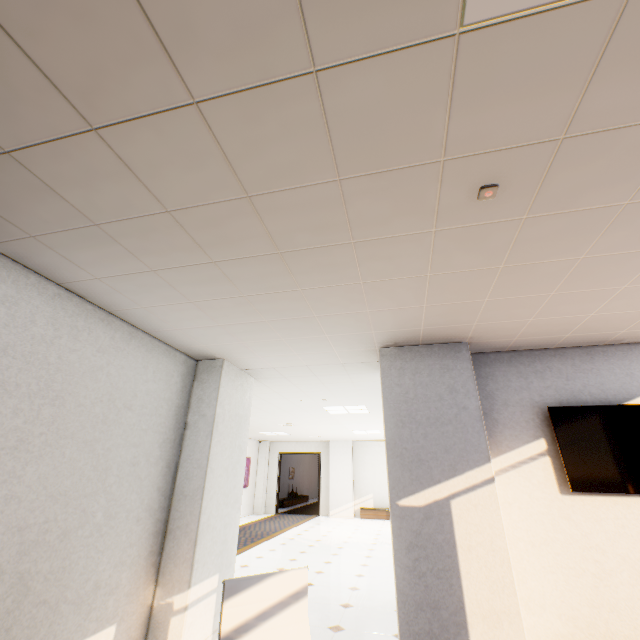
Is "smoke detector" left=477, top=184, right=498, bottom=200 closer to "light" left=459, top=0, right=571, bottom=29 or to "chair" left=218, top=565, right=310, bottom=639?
"light" left=459, top=0, right=571, bottom=29

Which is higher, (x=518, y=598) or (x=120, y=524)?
(x=120, y=524)

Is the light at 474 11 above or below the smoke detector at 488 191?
above

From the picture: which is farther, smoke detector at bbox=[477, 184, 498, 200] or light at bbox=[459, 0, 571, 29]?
smoke detector at bbox=[477, 184, 498, 200]

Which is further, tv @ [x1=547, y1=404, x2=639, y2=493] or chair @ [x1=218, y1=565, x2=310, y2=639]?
tv @ [x1=547, y1=404, x2=639, y2=493]

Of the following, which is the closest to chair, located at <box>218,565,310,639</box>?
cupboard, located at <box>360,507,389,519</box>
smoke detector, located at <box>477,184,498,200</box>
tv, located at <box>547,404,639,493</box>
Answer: smoke detector, located at <box>477,184,498,200</box>

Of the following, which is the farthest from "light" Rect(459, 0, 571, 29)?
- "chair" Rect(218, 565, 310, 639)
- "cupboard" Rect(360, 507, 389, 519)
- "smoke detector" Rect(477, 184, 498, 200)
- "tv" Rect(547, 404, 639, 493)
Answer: "cupboard" Rect(360, 507, 389, 519)

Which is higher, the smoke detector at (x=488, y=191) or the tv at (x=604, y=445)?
the smoke detector at (x=488, y=191)
